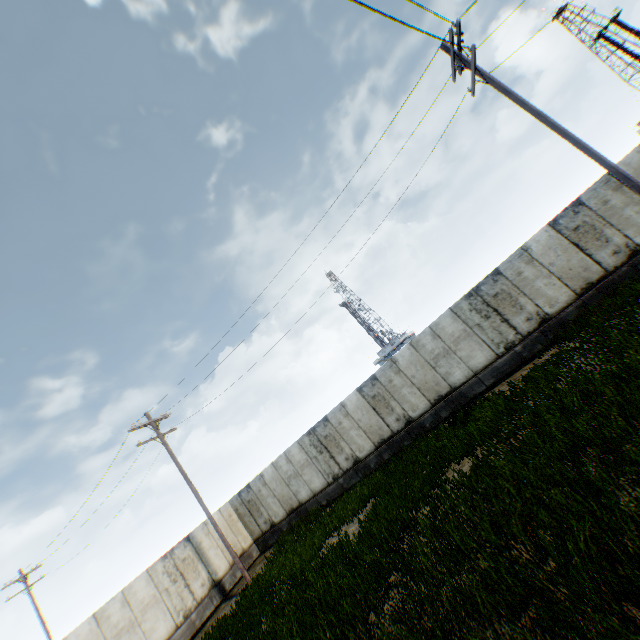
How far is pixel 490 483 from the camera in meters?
6.7
